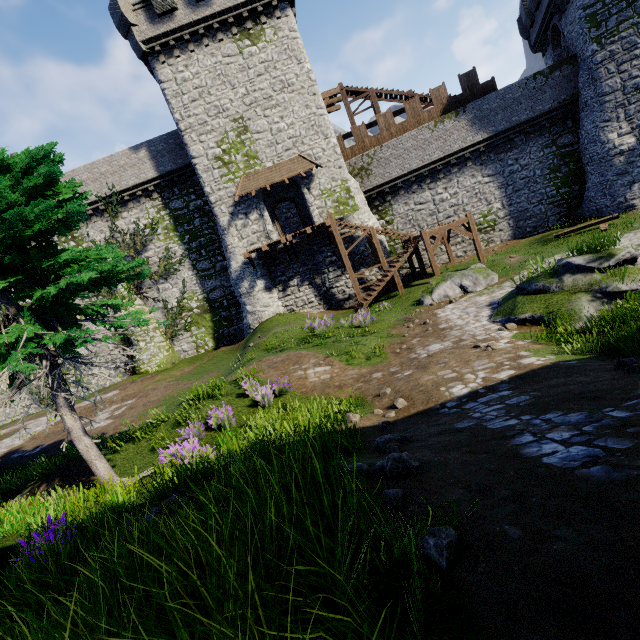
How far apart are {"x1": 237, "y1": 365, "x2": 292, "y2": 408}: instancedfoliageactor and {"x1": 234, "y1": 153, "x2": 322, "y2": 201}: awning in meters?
14.4

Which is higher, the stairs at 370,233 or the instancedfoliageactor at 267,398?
the stairs at 370,233

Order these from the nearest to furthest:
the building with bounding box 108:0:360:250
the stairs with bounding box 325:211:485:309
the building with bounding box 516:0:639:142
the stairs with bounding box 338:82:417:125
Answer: the building with bounding box 516:0:639:142 → the stairs with bounding box 325:211:485:309 → the building with bounding box 108:0:360:250 → the stairs with bounding box 338:82:417:125

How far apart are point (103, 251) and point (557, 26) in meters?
33.4 m

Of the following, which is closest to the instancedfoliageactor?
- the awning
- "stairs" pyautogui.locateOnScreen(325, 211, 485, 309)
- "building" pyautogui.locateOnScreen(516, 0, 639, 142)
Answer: "stairs" pyautogui.locateOnScreen(325, 211, 485, 309)

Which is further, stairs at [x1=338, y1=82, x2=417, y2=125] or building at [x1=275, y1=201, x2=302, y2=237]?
building at [x1=275, y1=201, x2=302, y2=237]

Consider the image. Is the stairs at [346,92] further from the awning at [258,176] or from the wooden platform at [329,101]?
the awning at [258,176]

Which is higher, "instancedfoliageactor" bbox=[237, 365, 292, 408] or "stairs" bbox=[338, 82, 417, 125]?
"stairs" bbox=[338, 82, 417, 125]
